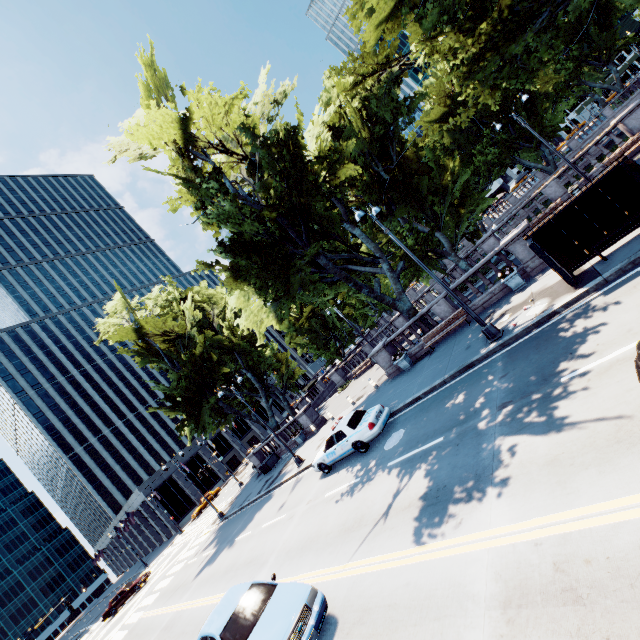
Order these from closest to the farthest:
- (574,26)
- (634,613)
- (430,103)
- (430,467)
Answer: (634,613), (430,467), (574,26), (430,103)

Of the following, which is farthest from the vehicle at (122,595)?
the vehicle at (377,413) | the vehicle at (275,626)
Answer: the vehicle at (275,626)

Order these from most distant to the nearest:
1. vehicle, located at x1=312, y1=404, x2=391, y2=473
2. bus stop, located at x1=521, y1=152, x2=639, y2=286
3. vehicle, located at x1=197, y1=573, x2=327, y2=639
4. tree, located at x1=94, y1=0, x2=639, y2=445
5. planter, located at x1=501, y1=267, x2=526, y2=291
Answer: tree, located at x1=94, y1=0, x2=639, y2=445 → planter, located at x1=501, y1=267, x2=526, y2=291 → vehicle, located at x1=312, y1=404, x2=391, y2=473 → bus stop, located at x1=521, y1=152, x2=639, y2=286 → vehicle, located at x1=197, y1=573, x2=327, y2=639

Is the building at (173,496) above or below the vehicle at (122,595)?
above

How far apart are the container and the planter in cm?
2465

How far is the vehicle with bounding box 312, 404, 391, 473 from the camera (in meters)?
13.72

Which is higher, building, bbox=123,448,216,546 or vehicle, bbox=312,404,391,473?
building, bbox=123,448,216,546

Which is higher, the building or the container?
→ the building
